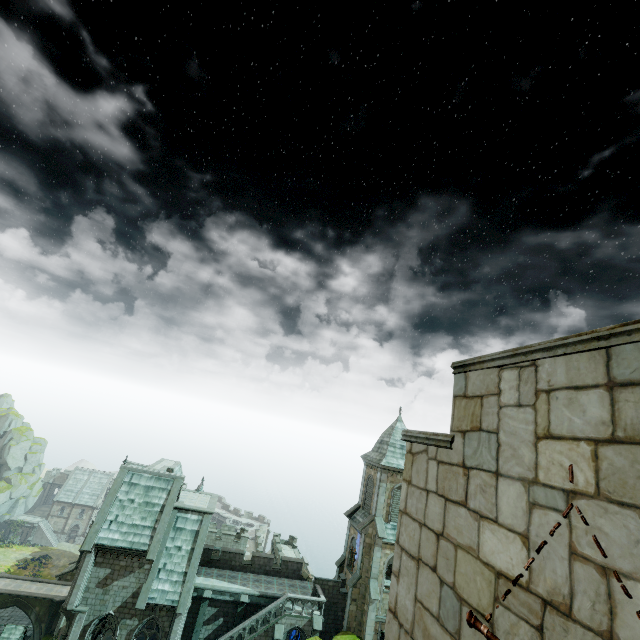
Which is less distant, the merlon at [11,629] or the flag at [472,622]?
the flag at [472,622]

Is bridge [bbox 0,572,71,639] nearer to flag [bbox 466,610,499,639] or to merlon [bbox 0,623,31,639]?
merlon [bbox 0,623,31,639]

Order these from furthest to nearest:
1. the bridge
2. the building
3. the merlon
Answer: the bridge
the merlon
the building

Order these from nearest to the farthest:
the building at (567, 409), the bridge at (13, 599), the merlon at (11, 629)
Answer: the building at (567, 409) < the merlon at (11, 629) < the bridge at (13, 599)

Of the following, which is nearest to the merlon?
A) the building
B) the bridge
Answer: the building

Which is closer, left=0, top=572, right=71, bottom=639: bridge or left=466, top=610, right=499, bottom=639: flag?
left=466, top=610, right=499, bottom=639: flag

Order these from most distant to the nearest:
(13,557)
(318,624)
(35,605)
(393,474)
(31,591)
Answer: (13,557) < (31,591) < (35,605) < (393,474) < (318,624)
